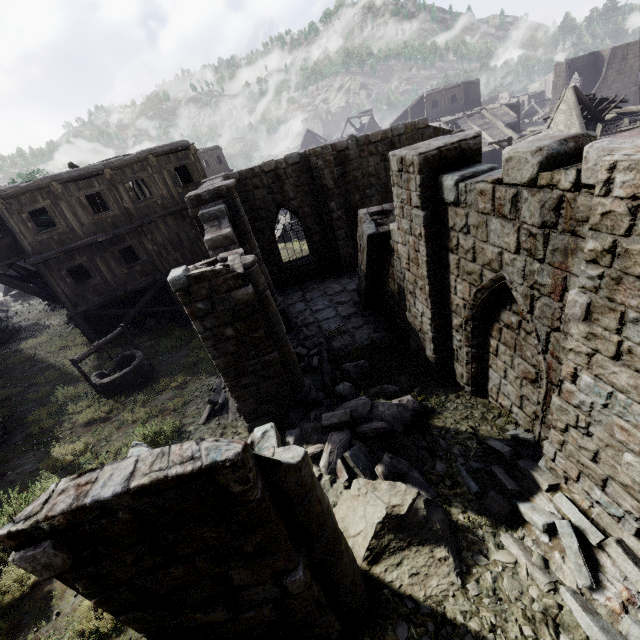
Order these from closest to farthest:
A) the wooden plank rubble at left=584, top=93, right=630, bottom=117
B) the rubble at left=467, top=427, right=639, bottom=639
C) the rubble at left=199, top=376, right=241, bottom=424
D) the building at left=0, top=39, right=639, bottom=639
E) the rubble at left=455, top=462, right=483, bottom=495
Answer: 1. the building at left=0, top=39, right=639, bottom=639
2. the rubble at left=467, top=427, right=639, bottom=639
3. the rubble at left=455, top=462, right=483, bottom=495
4. the rubble at left=199, top=376, right=241, bottom=424
5. the wooden plank rubble at left=584, top=93, right=630, bottom=117

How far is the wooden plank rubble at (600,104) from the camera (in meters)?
24.39

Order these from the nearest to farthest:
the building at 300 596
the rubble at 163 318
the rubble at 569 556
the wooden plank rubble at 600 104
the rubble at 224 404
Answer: the building at 300 596 → the rubble at 569 556 → the rubble at 224 404 → the rubble at 163 318 → the wooden plank rubble at 600 104

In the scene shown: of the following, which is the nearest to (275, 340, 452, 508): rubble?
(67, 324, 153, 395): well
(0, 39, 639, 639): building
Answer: (0, 39, 639, 639): building

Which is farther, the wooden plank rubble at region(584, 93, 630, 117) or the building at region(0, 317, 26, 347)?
the wooden plank rubble at region(584, 93, 630, 117)

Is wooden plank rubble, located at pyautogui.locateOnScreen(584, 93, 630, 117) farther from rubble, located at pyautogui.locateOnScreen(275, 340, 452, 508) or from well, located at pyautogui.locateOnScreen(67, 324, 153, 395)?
well, located at pyautogui.locateOnScreen(67, 324, 153, 395)

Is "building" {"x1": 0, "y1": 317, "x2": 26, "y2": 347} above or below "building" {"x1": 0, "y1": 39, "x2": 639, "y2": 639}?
below

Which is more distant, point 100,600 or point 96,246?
point 96,246
